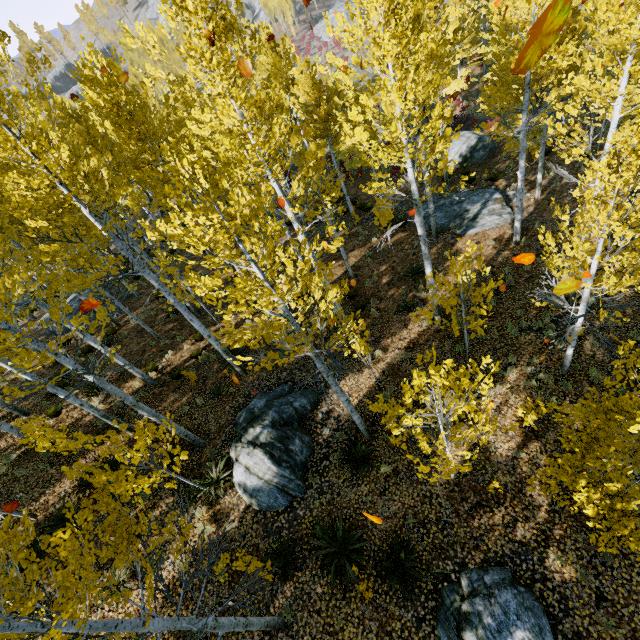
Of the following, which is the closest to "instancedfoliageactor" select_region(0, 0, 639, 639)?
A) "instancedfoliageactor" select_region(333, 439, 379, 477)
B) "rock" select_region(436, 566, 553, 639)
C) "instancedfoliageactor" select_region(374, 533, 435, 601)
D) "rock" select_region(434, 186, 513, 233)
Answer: "instancedfoliageactor" select_region(333, 439, 379, 477)

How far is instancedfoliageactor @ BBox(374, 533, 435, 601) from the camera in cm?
654

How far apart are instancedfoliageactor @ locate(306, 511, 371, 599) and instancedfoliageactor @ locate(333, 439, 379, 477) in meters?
1.4

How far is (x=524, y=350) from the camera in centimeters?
987cm

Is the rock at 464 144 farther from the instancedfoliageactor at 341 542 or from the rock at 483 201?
the instancedfoliageactor at 341 542

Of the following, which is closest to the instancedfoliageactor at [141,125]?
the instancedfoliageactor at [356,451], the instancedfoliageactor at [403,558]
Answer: the instancedfoliageactor at [356,451]

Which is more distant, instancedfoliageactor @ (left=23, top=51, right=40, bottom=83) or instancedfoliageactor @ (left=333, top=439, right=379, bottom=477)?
instancedfoliageactor @ (left=333, top=439, right=379, bottom=477)

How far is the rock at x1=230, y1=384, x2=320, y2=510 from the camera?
8.5 meters
